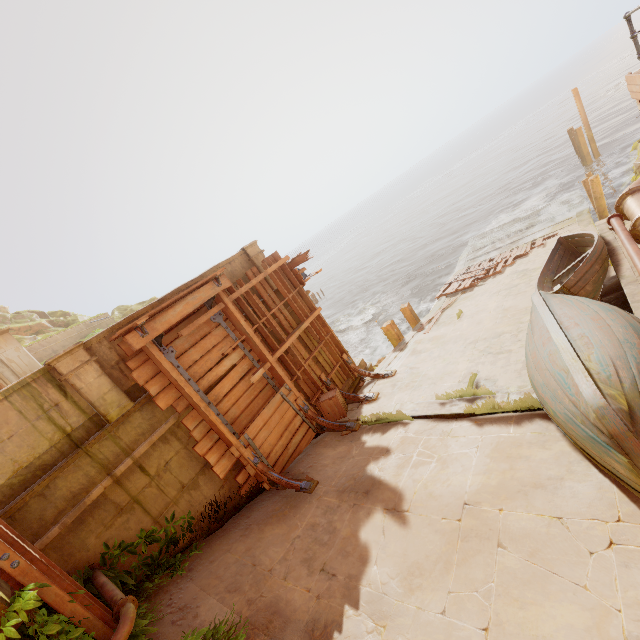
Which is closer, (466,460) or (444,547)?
(444,547)

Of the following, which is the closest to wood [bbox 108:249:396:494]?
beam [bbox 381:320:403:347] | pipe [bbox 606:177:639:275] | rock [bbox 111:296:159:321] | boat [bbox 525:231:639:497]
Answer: beam [bbox 381:320:403:347]

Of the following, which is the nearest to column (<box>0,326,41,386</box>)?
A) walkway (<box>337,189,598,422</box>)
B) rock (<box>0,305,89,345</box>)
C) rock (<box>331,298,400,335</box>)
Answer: rock (<box>331,298,400,335</box>)

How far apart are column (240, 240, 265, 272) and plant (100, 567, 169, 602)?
6.69m

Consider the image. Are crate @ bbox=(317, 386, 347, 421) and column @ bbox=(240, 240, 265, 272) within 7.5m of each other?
yes

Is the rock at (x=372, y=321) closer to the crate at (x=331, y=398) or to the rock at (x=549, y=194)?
the rock at (x=549, y=194)

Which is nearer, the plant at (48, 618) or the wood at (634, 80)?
the plant at (48, 618)

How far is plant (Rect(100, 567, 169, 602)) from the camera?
5.02m
